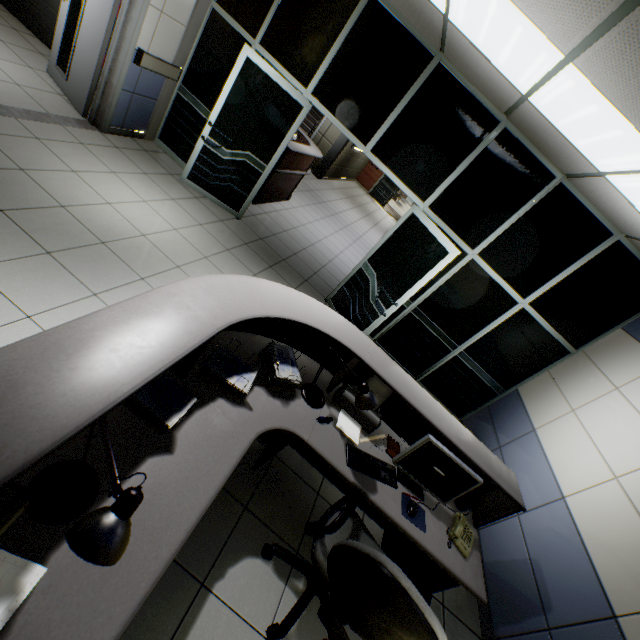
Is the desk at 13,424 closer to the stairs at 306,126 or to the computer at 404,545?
the computer at 404,545

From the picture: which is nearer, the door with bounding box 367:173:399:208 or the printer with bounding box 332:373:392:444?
the printer with bounding box 332:373:392:444

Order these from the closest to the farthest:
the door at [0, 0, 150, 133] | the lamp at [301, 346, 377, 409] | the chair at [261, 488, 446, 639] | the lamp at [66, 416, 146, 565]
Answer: the lamp at [66, 416, 146, 565]
the chair at [261, 488, 446, 639]
the lamp at [301, 346, 377, 409]
the door at [0, 0, 150, 133]

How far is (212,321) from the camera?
1.5m

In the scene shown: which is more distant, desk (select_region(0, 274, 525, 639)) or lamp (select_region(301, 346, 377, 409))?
lamp (select_region(301, 346, 377, 409))

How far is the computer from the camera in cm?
235

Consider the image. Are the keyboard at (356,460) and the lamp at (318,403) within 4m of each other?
yes

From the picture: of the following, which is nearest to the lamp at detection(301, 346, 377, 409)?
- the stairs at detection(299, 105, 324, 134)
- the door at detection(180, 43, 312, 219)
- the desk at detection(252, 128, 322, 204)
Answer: the door at detection(180, 43, 312, 219)
